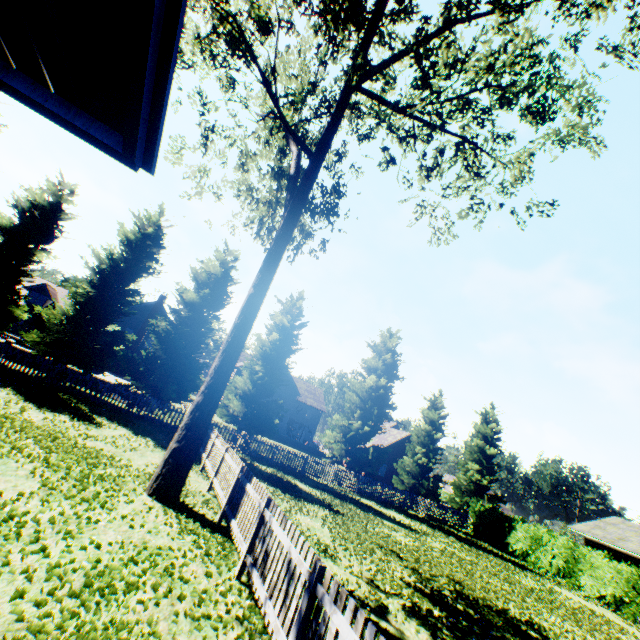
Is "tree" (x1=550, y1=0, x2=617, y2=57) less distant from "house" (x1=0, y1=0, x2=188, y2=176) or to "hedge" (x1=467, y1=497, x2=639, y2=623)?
"house" (x1=0, y1=0, x2=188, y2=176)

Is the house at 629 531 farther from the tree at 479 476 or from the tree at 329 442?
the tree at 479 476

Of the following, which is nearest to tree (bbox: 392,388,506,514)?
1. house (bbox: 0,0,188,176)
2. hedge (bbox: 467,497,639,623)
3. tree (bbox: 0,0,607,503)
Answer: tree (bbox: 0,0,607,503)

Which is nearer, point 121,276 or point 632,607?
point 632,607

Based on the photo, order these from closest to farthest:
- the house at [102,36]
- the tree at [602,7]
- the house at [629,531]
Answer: the house at [102,36] → the tree at [602,7] → the house at [629,531]

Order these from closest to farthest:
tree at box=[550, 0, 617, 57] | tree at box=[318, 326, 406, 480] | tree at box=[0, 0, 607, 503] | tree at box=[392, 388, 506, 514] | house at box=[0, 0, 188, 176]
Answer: house at box=[0, 0, 188, 176], tree at box=[550, 0, 617, 57], tree at box=[0, 0, 607, 503], tree at box=[318, 326, 406, 480], tree at box=[392, 388, 506, 514]

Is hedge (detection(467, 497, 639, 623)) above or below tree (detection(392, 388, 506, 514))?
below

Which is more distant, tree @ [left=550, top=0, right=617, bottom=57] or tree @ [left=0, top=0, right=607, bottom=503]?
tree @ [left=0, top=0, right=607, bottom=503]
